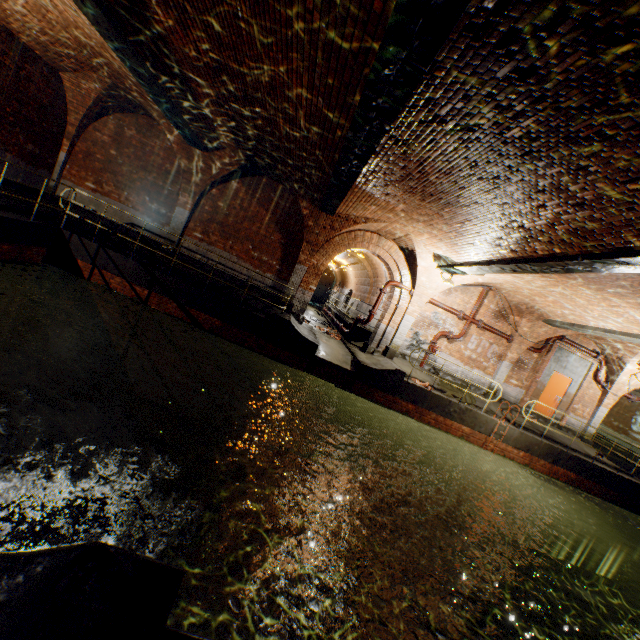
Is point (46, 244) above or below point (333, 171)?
below

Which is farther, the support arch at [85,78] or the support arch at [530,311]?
the support arch at [530,311]

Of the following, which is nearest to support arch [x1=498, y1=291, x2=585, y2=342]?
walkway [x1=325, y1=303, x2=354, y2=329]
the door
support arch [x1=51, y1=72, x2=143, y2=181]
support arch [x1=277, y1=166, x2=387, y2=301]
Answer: support arch [x1=277, y1=166, x2=387, y2=301]

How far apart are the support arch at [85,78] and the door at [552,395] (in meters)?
19.87

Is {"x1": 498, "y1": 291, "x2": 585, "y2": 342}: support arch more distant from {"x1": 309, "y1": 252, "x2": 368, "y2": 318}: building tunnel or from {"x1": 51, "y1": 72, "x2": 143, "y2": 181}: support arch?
{"x1": 51, "y1": 72, "x2": 143, "y2": 181}: support arch

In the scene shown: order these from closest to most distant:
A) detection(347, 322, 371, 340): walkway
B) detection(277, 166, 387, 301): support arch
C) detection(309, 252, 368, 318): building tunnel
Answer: detection(277, 166, 387, 301): support arch < detection(347, 322, 371, 340): walkway < detection(309, 252, 368, 318): building tunnel

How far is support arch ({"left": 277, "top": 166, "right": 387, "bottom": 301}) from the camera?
11.37m

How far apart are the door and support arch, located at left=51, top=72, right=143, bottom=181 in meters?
19.9 m
